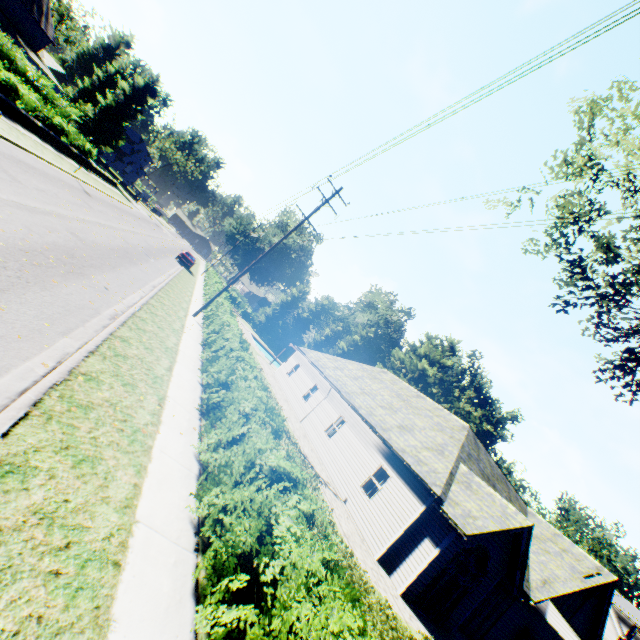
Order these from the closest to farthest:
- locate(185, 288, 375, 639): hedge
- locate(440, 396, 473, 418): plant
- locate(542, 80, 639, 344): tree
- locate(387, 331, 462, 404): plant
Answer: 1. locate(185, 288, 375, 639): hedge
2. locate(542, 80, 639, 344): tree
3. locate(440, 396, 473, 418): plant
4. locate(387, 331, 462, 404): plant

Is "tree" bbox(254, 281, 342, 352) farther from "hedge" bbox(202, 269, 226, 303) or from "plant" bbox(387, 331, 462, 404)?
"plant" bbox(387, 331, 462, 404)

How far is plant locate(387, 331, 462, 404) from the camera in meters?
52.5 m

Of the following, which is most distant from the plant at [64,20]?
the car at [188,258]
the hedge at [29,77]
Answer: the car at [188,258]

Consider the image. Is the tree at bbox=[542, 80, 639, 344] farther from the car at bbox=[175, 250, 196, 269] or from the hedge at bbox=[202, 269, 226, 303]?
the car at bbox=[175, 250, 196, 269]

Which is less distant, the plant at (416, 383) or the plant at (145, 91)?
the plant at (145, 91)

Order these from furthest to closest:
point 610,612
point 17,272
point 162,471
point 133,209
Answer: point 133,209, point 610,612, point 17,272, point 162,471
